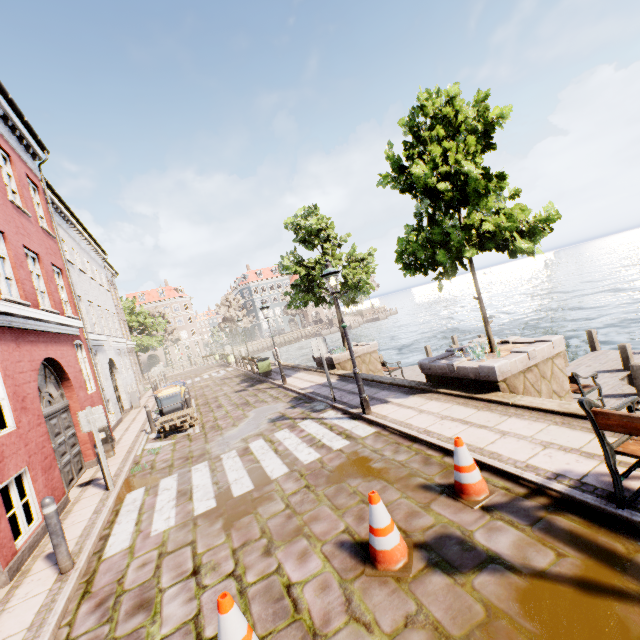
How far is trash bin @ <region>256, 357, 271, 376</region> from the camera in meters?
17.7

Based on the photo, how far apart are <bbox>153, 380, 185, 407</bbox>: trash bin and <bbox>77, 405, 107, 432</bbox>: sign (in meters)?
5.21

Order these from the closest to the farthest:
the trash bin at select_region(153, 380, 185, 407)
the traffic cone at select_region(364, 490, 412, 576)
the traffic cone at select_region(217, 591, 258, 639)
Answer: the traffic cone at select_region(217, 591, 258, 639) < the traffic cone at select_region(364, 490, 412, 576) < the trash bin at select_region(153, 380, 185, 407)

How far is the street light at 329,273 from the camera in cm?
762

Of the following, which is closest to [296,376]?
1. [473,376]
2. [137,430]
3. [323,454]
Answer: [137,430]

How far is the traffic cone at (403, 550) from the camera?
3.3m

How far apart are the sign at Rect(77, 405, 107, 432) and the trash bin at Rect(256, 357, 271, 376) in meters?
10.4 m

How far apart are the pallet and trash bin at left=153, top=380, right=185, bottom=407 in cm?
67
